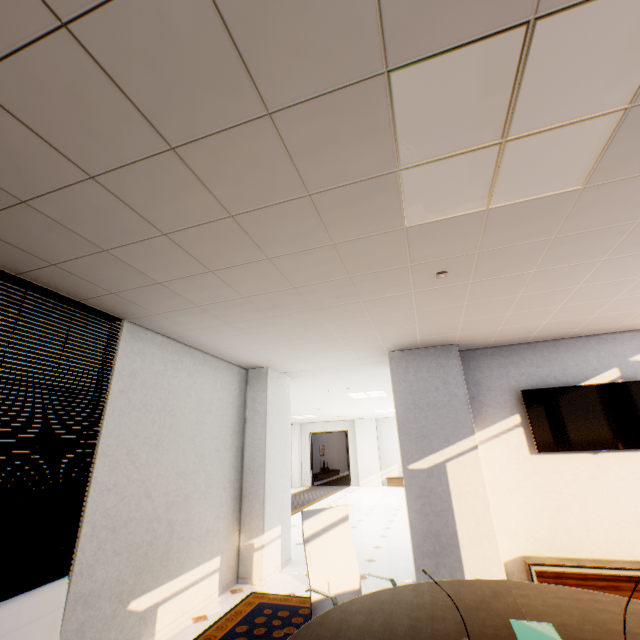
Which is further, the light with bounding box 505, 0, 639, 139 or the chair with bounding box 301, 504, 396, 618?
the chair with bounding box 301, 504, 396, 618

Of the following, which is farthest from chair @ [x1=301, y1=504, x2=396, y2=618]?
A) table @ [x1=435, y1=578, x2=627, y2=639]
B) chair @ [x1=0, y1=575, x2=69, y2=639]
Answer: chair @ [x1=0, y1=575, x2=69, y2=639]

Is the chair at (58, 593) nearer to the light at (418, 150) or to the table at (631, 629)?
the table at (631, 629)

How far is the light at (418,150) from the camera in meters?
1.2

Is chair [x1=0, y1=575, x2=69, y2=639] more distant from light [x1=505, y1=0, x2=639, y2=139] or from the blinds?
light [x1=505, y1=0, x2=639, y2=139]

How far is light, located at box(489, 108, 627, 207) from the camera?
1.5m

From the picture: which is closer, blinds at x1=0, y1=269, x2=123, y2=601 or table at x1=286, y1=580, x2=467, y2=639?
table at x1=286, y1=580, x2=467, y2=639

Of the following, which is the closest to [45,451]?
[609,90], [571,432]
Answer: [609,90]
